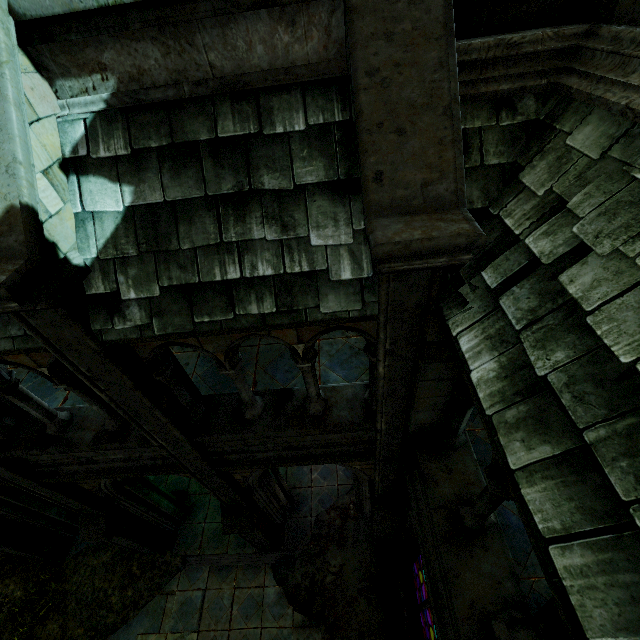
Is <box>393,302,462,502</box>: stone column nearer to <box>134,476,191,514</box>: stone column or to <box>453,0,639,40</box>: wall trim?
<box>453,0,639,40</box>: wall trim

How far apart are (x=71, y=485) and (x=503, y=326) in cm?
813

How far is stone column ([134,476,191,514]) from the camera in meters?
8.1

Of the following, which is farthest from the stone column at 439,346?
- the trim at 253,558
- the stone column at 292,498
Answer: the trim at 253,558

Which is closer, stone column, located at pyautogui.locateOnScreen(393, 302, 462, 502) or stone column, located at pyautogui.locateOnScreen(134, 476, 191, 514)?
stone column, located at pyautogui.locateOnScreen(393, 302, 462, 502)

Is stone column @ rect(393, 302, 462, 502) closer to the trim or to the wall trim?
the wall trim

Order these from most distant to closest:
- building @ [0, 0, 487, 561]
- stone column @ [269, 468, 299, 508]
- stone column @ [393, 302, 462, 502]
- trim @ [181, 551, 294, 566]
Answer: trim @ [181, 551, 294, 566] → stone column @ [269, 468, 299, 508] → stone column @ [393, 302, 462, 502] → building @ [0, 0, 487, 561]

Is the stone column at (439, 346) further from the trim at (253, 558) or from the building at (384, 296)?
the trim at (253, 558)
